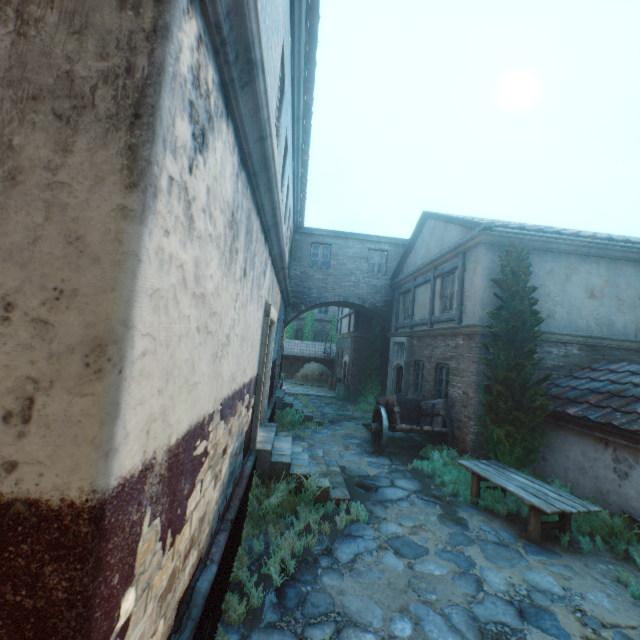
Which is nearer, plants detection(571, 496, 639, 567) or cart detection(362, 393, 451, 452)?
plants detection(571, 496, 639, 567)

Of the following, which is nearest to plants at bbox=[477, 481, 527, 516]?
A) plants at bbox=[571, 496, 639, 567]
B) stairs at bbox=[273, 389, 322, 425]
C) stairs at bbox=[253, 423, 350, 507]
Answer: plants at bbox=[571, 496, 639, 567]

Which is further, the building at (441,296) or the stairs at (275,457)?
the building at (441,296)

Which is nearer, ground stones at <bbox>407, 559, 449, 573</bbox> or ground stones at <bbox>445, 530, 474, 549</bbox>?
ground stones at <bbox>407, 559, 449, 573</bbox>

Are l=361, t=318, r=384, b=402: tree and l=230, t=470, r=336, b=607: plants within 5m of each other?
no

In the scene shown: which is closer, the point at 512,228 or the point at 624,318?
the point at 512,228

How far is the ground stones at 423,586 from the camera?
4.1m

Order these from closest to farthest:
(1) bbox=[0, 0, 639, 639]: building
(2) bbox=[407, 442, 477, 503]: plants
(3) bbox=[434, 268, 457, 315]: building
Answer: (1) bbox=[0, 0, 639, 639]: building < (2) bbox=[407, 442, 477, 503]: plants < (3) bbox=[434, 268, 457, 315]: building
